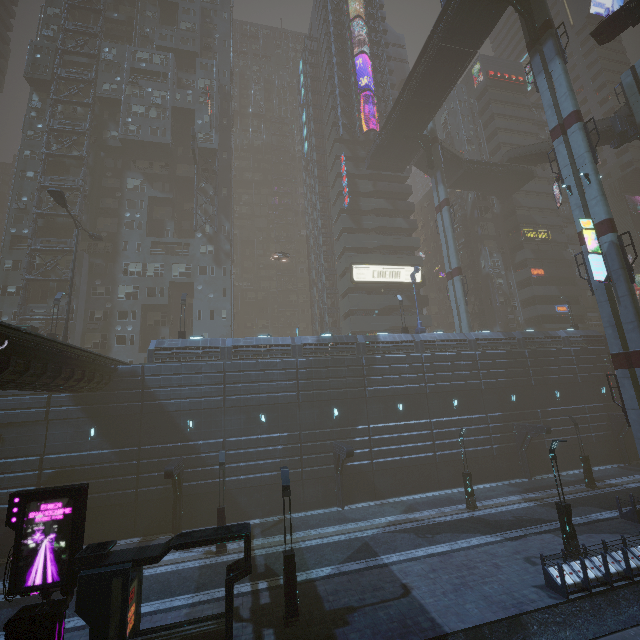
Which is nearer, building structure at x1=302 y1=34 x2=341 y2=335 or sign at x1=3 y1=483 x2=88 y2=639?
sign at x1=3 y1=483 x2=88 y2=639

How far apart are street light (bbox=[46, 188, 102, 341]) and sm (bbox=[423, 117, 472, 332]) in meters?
38.1

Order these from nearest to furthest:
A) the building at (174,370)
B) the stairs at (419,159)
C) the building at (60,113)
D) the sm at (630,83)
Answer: the building at (174,370)
the sm at (630,83)
the building at (60,113)
the stairs at (419,159)

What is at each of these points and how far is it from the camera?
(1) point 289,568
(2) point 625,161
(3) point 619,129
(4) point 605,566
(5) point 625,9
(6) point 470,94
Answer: (1) street light, 12.99m
(2) building, 59.66m
(3) building structure, 30.47m
(4) building, 13.85m
(5) grey, 24.61m
(6) building, 59.47m

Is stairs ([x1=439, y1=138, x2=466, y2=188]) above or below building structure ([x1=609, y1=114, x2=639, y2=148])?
above

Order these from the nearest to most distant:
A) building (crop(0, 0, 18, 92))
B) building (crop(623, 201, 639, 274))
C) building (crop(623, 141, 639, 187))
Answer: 1. building (crop(0, 0, 18, 92))
2. building (crop(623, 201, 639, 274))
3. building (crop(623, 141, 639, 187))

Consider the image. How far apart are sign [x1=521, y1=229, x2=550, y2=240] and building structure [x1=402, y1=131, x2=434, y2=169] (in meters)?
19.39

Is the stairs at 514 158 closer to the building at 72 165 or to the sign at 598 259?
the building at 72 165
